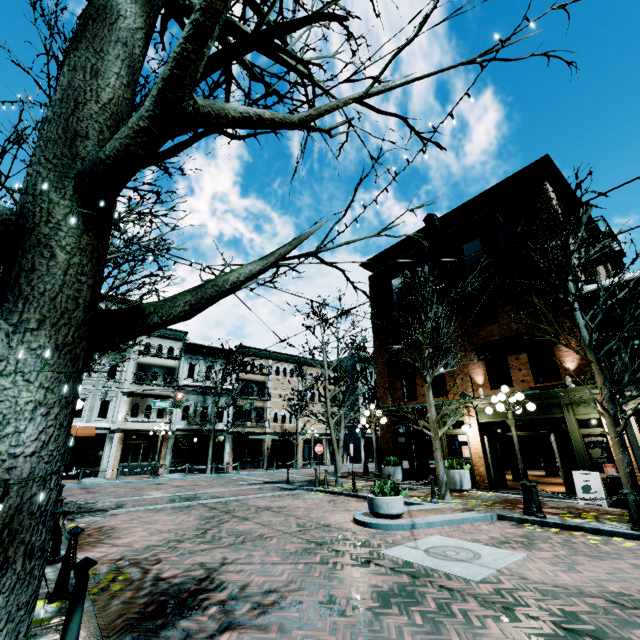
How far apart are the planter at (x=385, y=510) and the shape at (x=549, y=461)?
16.1 meters

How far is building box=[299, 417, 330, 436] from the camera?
35.64m

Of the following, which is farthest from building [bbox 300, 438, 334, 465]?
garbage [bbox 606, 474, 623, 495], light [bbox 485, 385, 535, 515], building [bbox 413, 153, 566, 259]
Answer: garbage [bbox 606, 474, 623, 495]

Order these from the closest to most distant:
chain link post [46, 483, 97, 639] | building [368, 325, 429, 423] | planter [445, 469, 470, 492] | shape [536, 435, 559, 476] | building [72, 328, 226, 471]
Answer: chain link post [46, 483, 97, 639] < planter [445, 469, 470, 492] < building [368, 325, 429, 423] < shape [536, 435, 559, 476] < building [72, 328, 226, 471]

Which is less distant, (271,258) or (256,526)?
(271,258)

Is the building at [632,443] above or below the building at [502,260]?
below

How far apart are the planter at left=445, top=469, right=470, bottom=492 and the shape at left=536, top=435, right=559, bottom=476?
9.60m

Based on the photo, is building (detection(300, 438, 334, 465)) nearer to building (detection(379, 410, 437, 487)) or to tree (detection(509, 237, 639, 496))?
tree (detection(509, 237, 639, 496))
